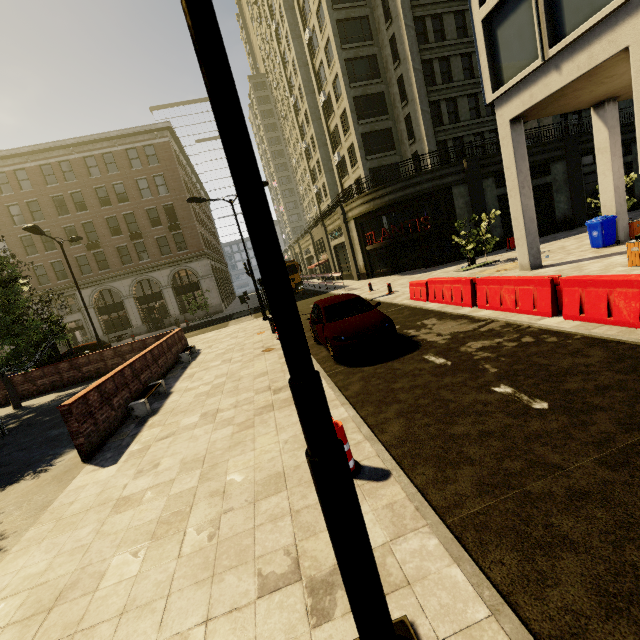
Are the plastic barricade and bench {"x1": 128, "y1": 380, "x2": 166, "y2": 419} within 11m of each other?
yes

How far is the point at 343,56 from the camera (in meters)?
27.16

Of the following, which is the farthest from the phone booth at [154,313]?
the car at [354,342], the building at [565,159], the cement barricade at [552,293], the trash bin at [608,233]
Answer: the trash bin at [608,233]

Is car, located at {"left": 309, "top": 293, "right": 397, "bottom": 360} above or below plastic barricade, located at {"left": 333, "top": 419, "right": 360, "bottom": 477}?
above

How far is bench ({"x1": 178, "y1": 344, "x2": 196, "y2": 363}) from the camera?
13.6m

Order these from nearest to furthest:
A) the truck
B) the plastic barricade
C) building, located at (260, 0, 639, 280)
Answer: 1. the plastic barricade
2. building, located at (260, 0, 639, 280)
3. the truck

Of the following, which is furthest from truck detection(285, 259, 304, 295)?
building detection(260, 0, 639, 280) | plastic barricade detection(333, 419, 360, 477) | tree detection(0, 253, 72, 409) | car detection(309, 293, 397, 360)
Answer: plastic barricade detection(333, 419, 360, 477)

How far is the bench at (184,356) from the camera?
13.6m
